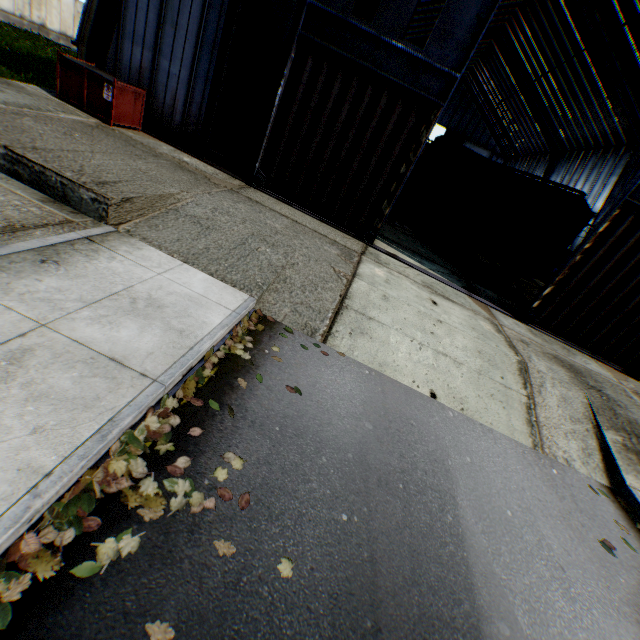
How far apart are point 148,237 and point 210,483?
4.76m

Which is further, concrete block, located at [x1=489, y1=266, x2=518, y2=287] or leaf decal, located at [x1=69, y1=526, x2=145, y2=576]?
concrete block, located at [x1=489, y1=266, x2=518, y2=287]

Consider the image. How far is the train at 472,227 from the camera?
12.9m

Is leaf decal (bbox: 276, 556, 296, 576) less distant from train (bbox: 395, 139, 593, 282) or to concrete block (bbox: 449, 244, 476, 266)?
train (bbox: 395, 139, 593, 282)

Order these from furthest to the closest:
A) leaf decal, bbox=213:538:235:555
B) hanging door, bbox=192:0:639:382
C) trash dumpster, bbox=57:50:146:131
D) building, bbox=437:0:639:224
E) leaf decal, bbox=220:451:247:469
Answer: building, bbox=437:0:639:224 < trash dumpster, bbox=57:50:146:131 < hanging door, bbox=192:0:639:382 < leaf decal, bbox=220:451:247:469 < leaf decal, bbox=213:538:235:555

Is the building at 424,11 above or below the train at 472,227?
above

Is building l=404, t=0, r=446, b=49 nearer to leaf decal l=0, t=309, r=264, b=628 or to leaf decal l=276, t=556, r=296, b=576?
leaf decal l=0, t=309, r=264, b=628

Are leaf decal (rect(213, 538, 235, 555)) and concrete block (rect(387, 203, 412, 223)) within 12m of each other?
no
